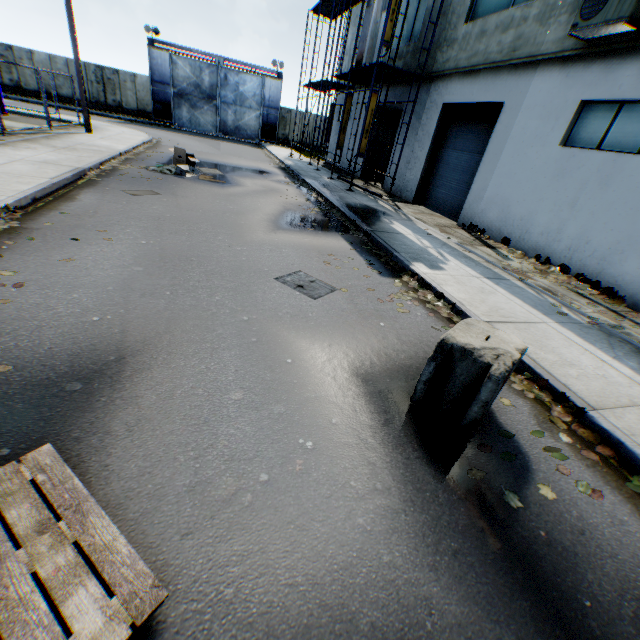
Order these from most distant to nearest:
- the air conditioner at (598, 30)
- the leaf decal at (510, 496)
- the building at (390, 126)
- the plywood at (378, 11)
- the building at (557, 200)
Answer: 1. the building at (390, 126)
2. the plywood at (378, 11)
3. the building at (557, 200)
4. the air conditioner at (598, 30)
5. the leaf decal at (510, 496)

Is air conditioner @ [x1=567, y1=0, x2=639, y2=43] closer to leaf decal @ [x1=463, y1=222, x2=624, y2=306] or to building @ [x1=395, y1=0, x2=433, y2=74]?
building @ [x1=395, y1=0, x2=433, y2=74]

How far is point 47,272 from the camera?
4.40m

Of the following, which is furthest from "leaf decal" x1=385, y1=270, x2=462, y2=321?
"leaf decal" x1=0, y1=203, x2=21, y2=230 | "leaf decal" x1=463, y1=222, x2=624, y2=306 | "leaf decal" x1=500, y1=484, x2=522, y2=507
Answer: "leaf decal" x1=0, y1=203, x2=21, y2=230

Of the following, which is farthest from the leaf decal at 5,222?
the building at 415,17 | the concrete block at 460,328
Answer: the building at 415,17

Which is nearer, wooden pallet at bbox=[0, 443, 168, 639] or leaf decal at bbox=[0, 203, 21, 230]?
wooden pallet at bbox=[0, 443, 168, 639]

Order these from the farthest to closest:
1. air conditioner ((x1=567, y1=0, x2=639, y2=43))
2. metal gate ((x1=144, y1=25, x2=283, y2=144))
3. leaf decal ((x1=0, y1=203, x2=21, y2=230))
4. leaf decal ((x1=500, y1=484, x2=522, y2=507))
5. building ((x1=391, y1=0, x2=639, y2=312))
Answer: → metal gate ((x1=144, y1=25, x2=283, y2=144)), building ((x1=391, y1=0, x2=639, y2=312)), air conditioner ((x1=567, y1=0, x2=639, y2=43)), leaf decal ((x1=0, y1=203, x2=21, y2=230)), leaf decal ((x1=500, y1=484, x2=522, y2=507))

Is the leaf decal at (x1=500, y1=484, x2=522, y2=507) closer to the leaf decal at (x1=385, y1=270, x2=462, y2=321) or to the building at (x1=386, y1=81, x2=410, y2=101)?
the leaf decal at (x1=385, y1=270, x2=462, y2=321)
